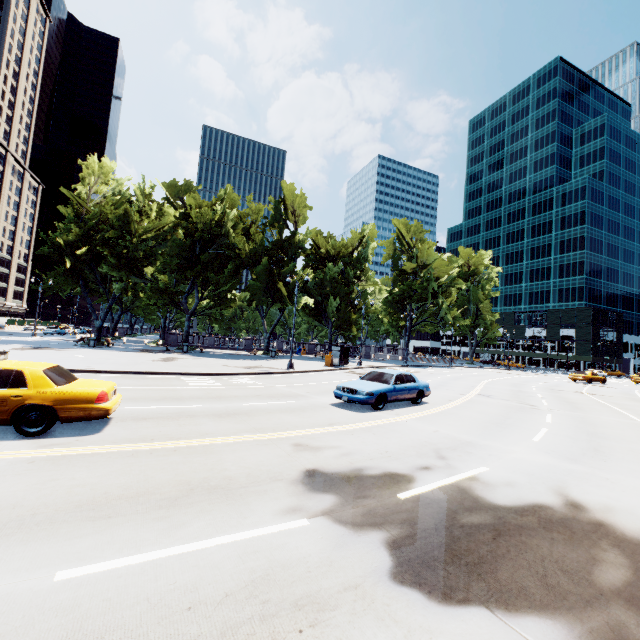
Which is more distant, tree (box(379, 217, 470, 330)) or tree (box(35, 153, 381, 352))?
tree (box(379, 217, 470, 330))

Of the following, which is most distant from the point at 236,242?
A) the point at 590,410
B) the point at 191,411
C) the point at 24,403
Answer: the point at 590,410

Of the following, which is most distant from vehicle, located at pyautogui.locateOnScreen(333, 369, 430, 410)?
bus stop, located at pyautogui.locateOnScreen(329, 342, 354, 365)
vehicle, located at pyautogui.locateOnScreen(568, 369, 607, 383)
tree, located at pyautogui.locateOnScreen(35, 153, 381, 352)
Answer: vehicle, located at pyautogui.locateOnScreen(568, 369, 607, 383)

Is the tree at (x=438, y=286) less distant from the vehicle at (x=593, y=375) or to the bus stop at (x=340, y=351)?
the bus stop at (x=340, y=351)

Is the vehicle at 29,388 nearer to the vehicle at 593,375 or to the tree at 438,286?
the tree at 438,286

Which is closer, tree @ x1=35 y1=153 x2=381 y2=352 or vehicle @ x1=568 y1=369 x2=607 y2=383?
tree @ x1=35 y1=153 x2=381 y2=352

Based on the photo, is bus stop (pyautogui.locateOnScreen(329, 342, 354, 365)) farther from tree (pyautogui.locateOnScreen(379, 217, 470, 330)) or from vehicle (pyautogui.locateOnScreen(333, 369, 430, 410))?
vehicle (pyautogui.locateOnScreen(333, 369, 430, 410))

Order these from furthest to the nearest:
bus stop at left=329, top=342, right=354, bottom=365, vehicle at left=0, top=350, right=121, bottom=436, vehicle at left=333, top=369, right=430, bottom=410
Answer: bus stop at left=329, top=342, right=354, bottom=365, vehicle at left=333, top=369, right=430, bottom=410, vehicle at left=0, top=350, right=121, bottom=436
